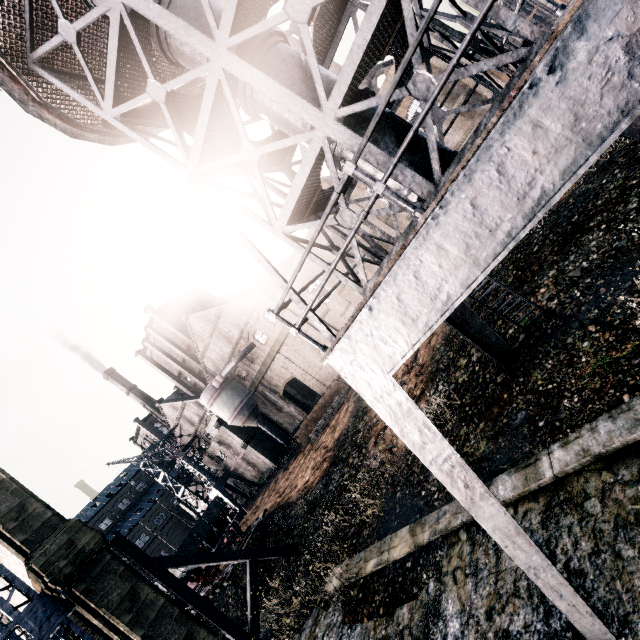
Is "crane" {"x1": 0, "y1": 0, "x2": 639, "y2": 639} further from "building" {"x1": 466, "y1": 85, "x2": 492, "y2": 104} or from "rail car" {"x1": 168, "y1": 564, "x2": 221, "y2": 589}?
"rail car" {"x1": 168, "y1": 564, "x2": 221, "y2": 589}

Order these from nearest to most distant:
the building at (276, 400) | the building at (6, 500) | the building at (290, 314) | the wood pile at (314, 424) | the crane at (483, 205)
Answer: the crane at (483, 205), the building at (6, 500), the wood pile at (314, 424), the building at (290, 314), the building at (276, 400)

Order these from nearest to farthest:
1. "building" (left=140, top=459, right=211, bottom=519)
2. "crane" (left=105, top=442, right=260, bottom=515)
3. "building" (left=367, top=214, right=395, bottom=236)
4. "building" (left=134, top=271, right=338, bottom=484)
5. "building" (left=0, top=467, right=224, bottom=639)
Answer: "building" (left=0, top=467, right=224, bottom=639) → "building" (left=367, top=214, right=395, bottom=236) → "building" (left=134, top=271, right=338, bottom=484) → "crane" (left=105, top=442, right=260, bottom=515) → "building" (left=140, top=459, right=211, bottom=519)

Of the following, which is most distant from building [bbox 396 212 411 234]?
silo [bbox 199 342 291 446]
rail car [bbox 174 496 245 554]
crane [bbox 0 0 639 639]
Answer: crane [bbox 0 0 639 639]

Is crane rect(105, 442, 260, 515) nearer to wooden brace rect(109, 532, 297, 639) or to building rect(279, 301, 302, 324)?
building rect(279, 301, 302, 324)

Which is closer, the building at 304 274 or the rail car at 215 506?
the rail car at 215 506

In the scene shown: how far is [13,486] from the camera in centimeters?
1488cm
